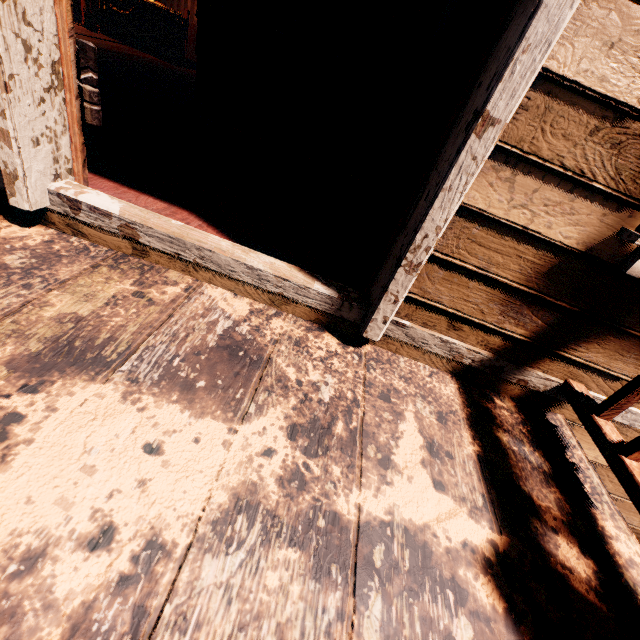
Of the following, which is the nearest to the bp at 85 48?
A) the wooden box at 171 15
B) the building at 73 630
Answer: the building at 73 630

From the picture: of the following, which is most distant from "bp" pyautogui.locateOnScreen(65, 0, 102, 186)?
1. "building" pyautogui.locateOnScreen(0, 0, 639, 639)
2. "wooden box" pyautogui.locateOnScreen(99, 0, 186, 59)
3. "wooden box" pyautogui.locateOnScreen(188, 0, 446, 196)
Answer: "wooden box" pyautogui.locateOnScreen(99, 0, 186, 59)

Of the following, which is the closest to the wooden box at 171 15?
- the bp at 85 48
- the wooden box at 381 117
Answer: the wooden box at 381 117

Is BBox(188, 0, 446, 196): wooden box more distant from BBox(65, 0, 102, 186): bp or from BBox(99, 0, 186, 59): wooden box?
BBox(99, 0, 186, 59): wooden box

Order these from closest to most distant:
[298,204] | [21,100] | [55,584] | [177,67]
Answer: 1. [55,584]
2. [21,100]
3. [298,204]
4. [177,67]

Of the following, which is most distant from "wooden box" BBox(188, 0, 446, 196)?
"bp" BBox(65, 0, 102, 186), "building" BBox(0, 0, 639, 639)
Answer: "bp" BBox(65, 0, 102, 186)

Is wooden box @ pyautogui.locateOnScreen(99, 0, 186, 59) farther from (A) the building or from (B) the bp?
(B) the bp

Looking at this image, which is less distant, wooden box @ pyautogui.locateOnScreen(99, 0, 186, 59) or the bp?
the bp
